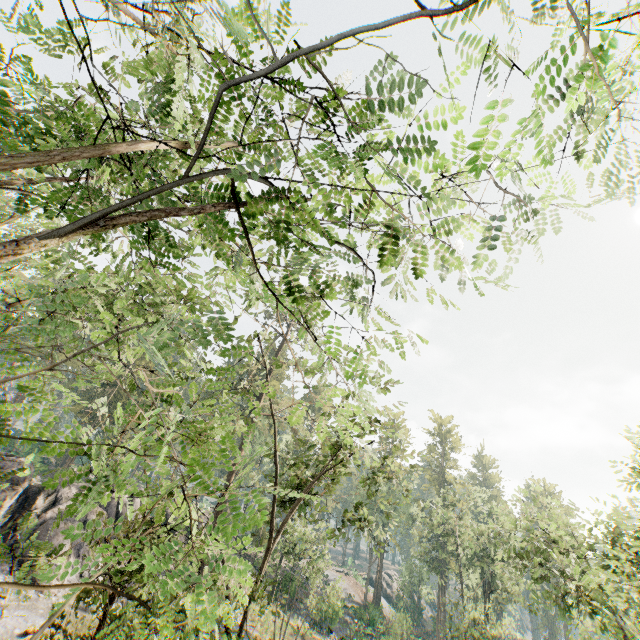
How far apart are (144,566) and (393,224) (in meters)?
7.63

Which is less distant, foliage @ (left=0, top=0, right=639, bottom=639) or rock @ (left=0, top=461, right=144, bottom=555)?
foliage @ (left=0, top=0, right=639, bottom=639)

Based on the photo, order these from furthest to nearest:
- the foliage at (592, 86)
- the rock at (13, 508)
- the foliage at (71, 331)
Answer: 1. the rock at (13, 508)
2. the foliage at (71, 331)
3. the foliage at (592, 86)

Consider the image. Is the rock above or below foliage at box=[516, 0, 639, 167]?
below

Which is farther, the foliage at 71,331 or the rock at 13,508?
the rock at 13,508

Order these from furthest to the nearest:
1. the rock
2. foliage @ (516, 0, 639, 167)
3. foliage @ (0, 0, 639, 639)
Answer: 1. the rock
2. foliage @ (0, 0, 639, 639)
3. foliage @ (516, 0, 639, 167)

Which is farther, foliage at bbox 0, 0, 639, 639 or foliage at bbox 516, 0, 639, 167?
foliage at bbox 0, 0, 639, 639
